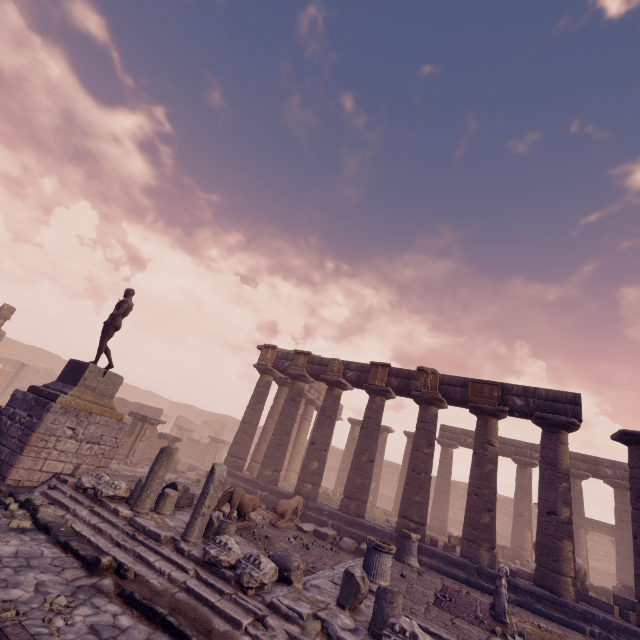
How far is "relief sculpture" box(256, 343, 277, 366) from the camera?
18.0 meters

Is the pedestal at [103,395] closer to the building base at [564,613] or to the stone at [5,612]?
the stone at [5,612]

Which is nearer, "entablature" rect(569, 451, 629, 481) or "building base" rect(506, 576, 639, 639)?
"building base" rect(506, 576, 639, 639)

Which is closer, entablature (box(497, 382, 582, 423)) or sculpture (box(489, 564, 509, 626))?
sculpture (box(489, 564, 509, 626))

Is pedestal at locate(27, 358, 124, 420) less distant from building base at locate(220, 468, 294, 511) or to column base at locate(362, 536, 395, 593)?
building base at locate(220, 468, 294, 511)

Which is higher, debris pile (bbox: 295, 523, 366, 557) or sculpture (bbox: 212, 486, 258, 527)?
sculpture (bbox: 212, 486, 258, 527)

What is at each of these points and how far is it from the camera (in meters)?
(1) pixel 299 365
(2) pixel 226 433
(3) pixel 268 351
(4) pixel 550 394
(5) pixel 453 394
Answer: (1) relief sculpture, 17.11
(2) wall arch, 37.84
(3) relief sculpture, 18.31
(4) entablature, 12.14
(5) entablature, 13.48

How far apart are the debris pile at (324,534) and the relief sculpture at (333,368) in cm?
609
